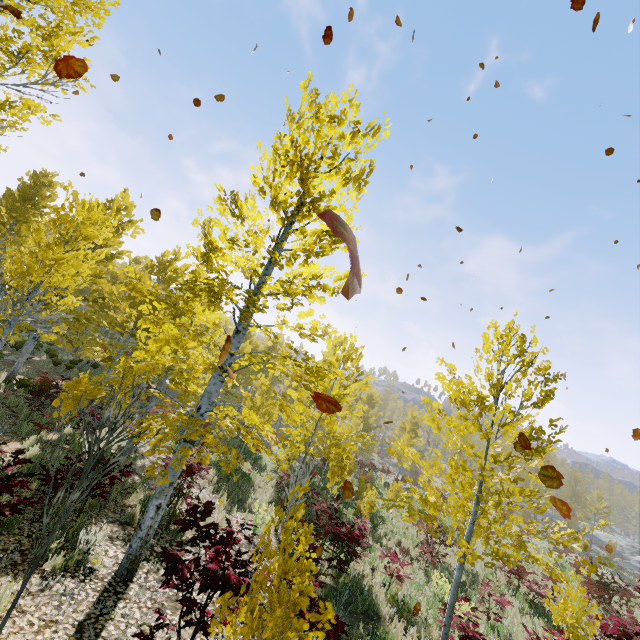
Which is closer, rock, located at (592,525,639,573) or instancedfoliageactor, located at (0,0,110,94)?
instancedfoliageactor, located at (0,0,110,94)

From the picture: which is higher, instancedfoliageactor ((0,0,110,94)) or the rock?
instancedfoliageactor ((0,0,110,94))

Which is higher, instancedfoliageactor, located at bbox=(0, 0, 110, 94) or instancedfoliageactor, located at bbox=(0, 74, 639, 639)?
instancedfoliageactor, located at bbox=(0, 0, 110, 94)

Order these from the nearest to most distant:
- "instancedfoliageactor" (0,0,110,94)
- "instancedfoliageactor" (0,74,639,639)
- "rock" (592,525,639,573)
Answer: "instancedfoliageactor" (0,74,639,639)
"instancedfoliageactor" (0,0,110,94)
"rock" (592,525,639,573)

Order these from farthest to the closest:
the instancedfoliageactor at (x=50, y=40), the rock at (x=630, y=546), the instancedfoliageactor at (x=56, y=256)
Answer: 1. the rock at (x=630, y=546)
2. the instancedfoliageactor at (x=50, y=40)
3. the instancedfoliageactor at (x=56, y=256)

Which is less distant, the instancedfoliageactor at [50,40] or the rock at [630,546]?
the instancedfoliageactor at [50,40]

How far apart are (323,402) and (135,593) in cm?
517
